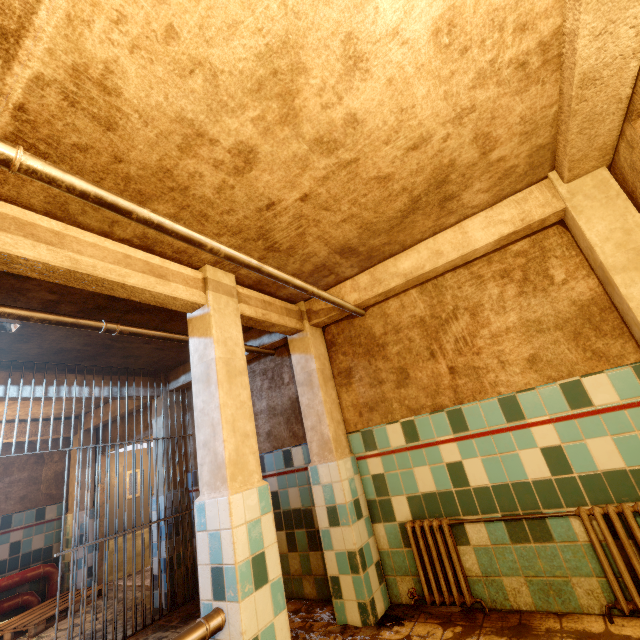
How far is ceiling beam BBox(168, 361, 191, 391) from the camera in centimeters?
473cm

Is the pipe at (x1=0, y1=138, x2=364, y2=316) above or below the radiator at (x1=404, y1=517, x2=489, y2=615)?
above

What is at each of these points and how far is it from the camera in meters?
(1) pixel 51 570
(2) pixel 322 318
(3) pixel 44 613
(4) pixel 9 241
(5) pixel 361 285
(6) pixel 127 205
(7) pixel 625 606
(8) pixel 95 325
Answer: (1) pipe, 5.4
(2) ceiling beam, 3.5
(3) pallet, 4.4
(4) ceiling beam, 1.6
(5) ceiling beam, 3.3
(6) pipe, 1.5
(7) radiator, 2.0
(8) pipe, 2.5

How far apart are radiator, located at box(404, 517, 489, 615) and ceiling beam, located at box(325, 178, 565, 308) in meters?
2.0 m

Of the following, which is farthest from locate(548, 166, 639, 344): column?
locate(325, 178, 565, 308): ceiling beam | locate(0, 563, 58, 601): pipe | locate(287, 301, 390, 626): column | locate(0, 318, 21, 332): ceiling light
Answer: locate(0, 563, 58, 601): pipe

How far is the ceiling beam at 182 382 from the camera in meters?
4.7 m

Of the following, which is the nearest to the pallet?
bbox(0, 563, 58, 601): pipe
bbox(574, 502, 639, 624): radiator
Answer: bbox(0, 563, 58, 601): pipe

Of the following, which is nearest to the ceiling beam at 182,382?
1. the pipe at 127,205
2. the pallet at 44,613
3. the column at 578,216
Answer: the pipe at 127,205
